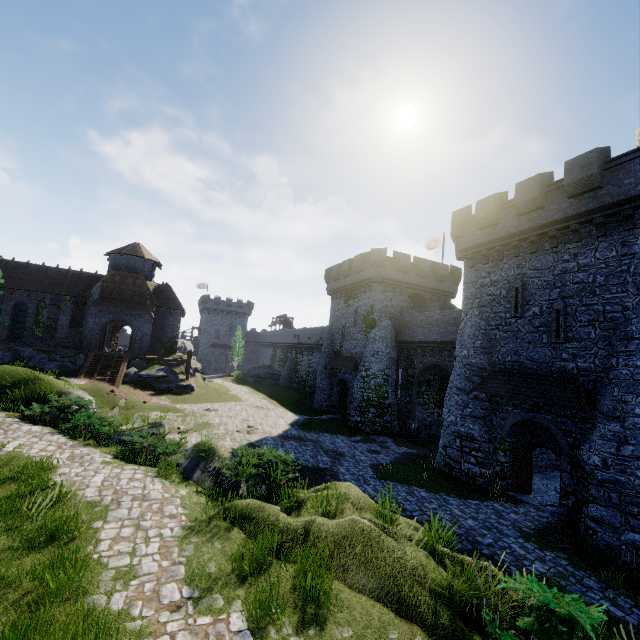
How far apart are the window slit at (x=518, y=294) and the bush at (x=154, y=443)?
18.0 meters

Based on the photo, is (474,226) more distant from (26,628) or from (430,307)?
(26,628)

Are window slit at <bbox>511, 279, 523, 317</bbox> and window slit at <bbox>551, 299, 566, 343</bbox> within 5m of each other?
yes

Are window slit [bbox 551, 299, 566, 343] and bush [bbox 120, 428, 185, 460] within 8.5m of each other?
no

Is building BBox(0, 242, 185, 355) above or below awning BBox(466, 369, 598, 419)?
above

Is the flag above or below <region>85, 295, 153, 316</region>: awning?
above

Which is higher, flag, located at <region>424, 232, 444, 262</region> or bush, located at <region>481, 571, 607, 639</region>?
flag, located at <region>424, 232, 444, 262</region>

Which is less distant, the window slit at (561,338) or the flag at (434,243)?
the window slit at (561,338)
